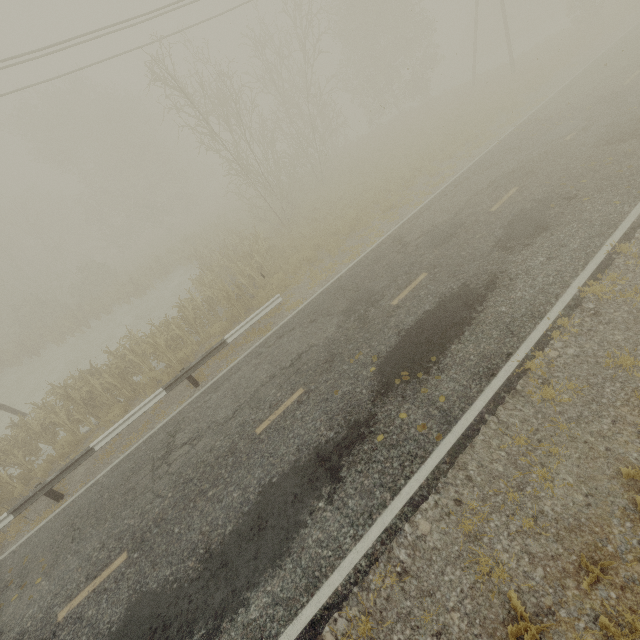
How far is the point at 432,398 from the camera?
6.5m
